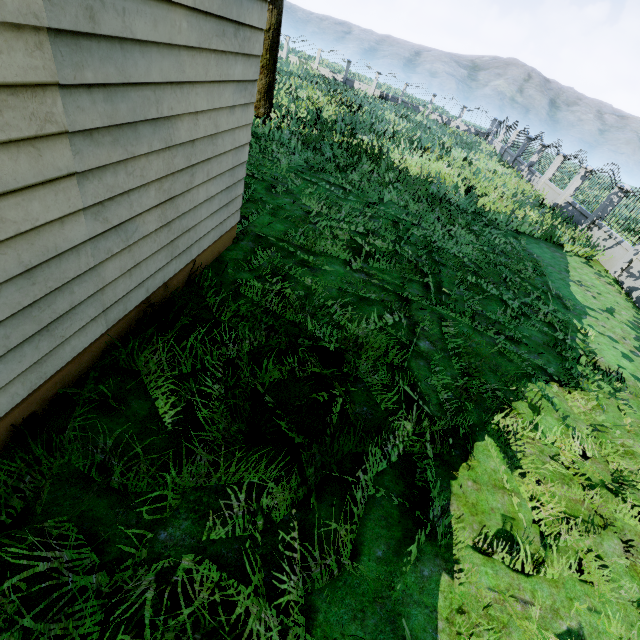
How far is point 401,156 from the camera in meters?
14.1 m
